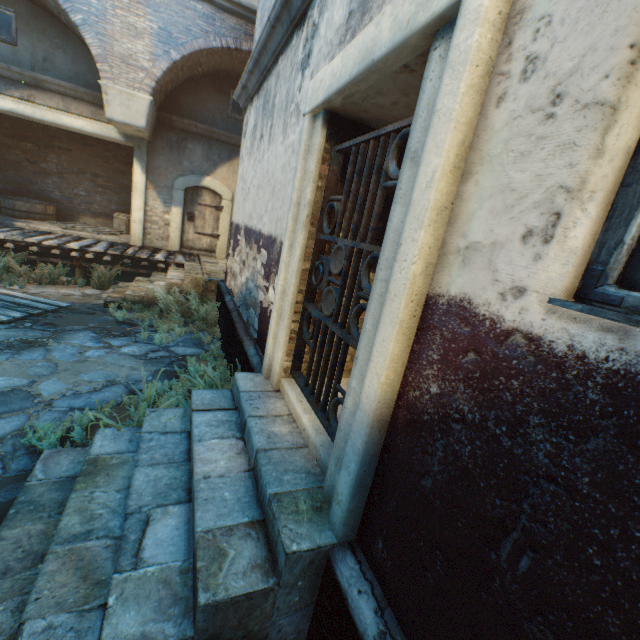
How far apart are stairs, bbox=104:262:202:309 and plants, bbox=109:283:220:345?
0.0 meters

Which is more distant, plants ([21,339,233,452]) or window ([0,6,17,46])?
window ([0,6,17,46])

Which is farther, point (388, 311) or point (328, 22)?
point (328, 22)

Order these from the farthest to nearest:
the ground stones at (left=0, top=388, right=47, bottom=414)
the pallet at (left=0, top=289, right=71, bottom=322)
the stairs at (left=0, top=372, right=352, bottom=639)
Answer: the pallet at (left=0, top=289, right=71, bottom=322), the ground stones at (left=0, top=388, right=47, bottom=414), the stairs at (left=0, top=372, right=352, bottom=639)

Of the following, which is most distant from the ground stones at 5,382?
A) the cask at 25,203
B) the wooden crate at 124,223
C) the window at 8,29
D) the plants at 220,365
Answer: the window at 8,29

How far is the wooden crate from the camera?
11.4m

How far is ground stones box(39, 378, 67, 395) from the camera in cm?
397

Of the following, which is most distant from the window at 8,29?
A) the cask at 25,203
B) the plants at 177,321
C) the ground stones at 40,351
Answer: the plants at 177,321
